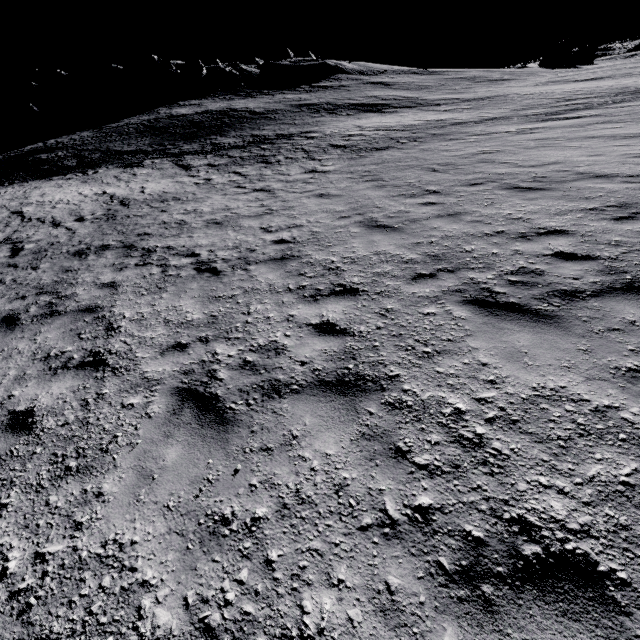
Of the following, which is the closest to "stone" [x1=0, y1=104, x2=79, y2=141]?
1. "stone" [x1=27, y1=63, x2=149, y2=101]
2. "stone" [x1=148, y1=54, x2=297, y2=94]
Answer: "stone" [x1=27, y1=63, x2=149, y2=101]

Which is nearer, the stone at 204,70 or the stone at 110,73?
the stone at 204,70

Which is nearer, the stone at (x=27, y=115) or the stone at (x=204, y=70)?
the stone at (x=27, y=115)

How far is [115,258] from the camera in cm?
905

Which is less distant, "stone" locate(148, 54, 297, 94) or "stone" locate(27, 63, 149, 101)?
"stone" locate(148, 54, 297, 94)

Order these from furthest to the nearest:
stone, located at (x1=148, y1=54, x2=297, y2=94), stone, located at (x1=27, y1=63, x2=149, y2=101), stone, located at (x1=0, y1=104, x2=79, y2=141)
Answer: stone, located at (x1=27, y1=63, x2=149, y2=101)
stone, located at (x1=148, y1=54, x2=297, y2=94)
stone, located at (x1=0, y1=104, x2=79, y2=141)

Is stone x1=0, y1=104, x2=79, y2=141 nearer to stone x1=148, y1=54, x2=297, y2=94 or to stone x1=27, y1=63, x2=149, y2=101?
stone x1=27, y1=63, x2=149, y2=101
